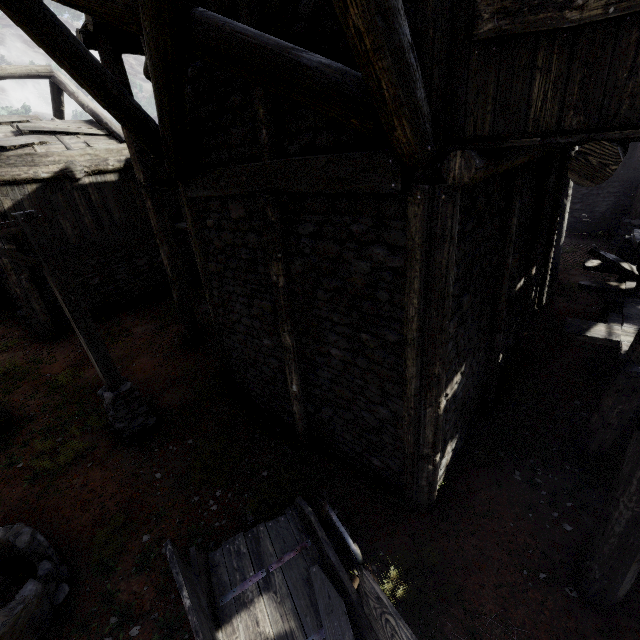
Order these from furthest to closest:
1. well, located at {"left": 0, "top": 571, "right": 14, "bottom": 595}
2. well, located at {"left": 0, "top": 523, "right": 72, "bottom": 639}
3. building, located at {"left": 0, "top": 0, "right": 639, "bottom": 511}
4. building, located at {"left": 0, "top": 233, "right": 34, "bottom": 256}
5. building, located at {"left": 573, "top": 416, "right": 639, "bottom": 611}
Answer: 1. building, located at {"left": 0, "top": 233, "right": 34, "bottom": 256}
2. well, located at {"left": 0, "top": 571, "right": 14, "bottom": 595}
3. well, located at {"left": 0, "top": 523, "right": 72, "bottom": 639}
4. building, located at {"left": 573, "top": 416, "right": 639, "bottom": 611}
5. building, located at {"left": 0, "top": 0, "right": 639, "bottom": 511}

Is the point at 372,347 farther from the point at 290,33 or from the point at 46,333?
the point at 46,333

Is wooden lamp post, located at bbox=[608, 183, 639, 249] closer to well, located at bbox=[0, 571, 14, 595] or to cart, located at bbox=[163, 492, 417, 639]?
cart, located at bbox=[163, 492, 417, 639]

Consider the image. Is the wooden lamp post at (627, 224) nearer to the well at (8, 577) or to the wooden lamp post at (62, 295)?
the wooden lamp post at (62, 295)

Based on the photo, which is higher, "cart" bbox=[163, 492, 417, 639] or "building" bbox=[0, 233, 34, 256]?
"building" bbox=[0, 233, 34, 256]

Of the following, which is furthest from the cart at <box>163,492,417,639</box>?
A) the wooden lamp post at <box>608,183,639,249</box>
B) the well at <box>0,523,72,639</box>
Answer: the wooden lamp post at <box>608,183,639,249</box>

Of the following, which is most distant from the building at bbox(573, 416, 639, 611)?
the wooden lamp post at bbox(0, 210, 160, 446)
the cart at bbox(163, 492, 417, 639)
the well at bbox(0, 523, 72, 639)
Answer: the well at bbox(0, 523, 72, 639)

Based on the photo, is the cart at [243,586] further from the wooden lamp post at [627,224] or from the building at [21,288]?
the wooden lamp post at [627,224]
